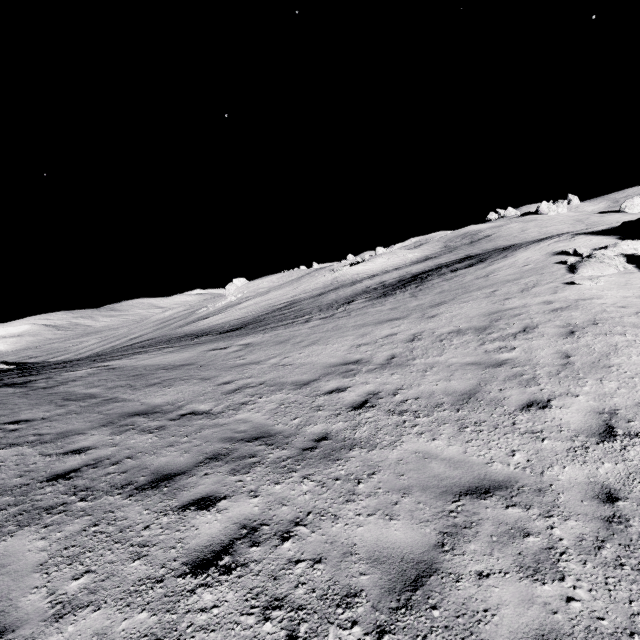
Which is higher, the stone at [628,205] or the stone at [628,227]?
the stone at [628,205]

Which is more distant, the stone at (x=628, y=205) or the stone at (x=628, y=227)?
the stone at (x=628, y=205)

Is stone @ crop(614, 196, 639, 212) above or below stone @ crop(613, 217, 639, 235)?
above

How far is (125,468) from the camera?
5.88m

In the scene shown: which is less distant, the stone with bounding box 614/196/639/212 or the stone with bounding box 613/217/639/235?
the stone with bounding box 613/217/639/235
